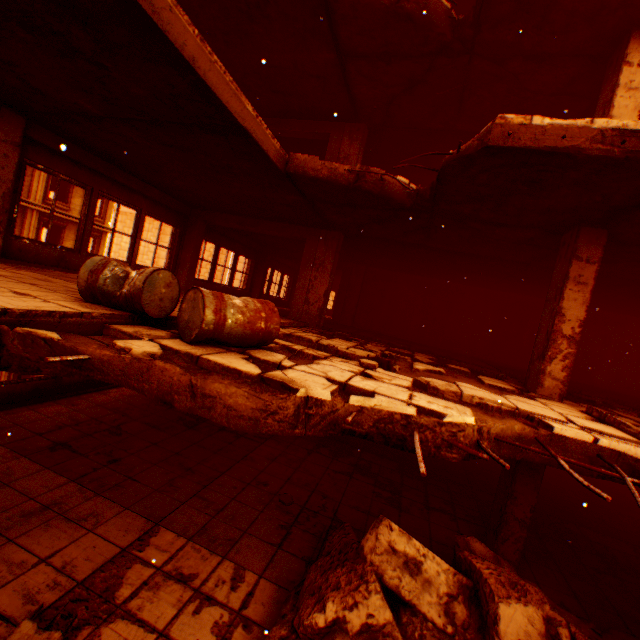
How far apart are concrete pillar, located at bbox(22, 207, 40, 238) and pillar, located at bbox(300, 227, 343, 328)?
21.1 meters

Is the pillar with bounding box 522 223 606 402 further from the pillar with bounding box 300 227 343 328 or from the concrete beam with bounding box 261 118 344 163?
the concrete beam with bounding box 261 118 344 163

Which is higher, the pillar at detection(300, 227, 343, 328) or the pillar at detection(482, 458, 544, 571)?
the pillar at detection(300, 227, 343, 328)

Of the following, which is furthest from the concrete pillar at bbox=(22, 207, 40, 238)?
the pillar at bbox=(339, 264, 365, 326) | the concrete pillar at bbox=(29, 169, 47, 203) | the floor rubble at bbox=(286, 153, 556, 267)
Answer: the floor rubble at bbox=(286, 153, 556, 267)

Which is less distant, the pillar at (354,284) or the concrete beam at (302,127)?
the concrete beam at (302,127)

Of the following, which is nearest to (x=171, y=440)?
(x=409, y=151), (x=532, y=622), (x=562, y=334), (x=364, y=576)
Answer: (x=364, y=576)

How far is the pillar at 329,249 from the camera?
8.9 meters

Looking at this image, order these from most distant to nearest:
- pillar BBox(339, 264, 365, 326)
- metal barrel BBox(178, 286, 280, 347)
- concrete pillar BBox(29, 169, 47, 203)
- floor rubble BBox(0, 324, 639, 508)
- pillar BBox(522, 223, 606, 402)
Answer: concrete pillar BBox(29, 169, 47, 203)
pillar BBox(339, 264, 365, 326)
pillar BBox(522, 223, 606, 402)
metal barrel BBox(178, 286, 280, 347)
floor rubble BBox(0, 324, 639, 508)
